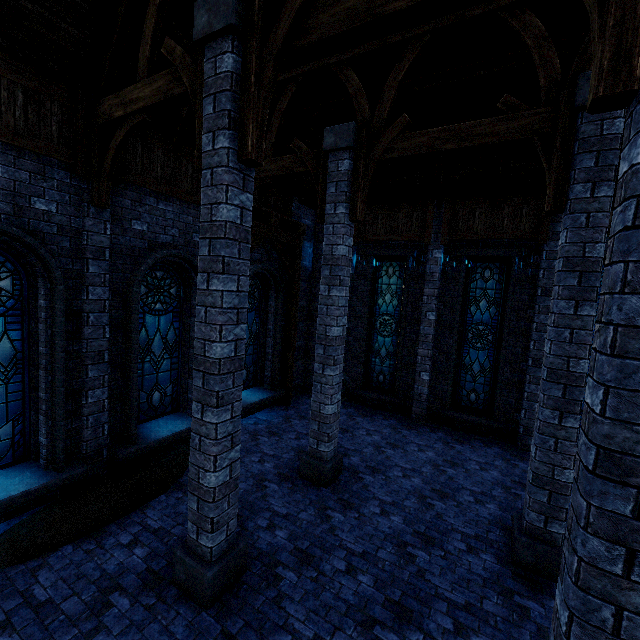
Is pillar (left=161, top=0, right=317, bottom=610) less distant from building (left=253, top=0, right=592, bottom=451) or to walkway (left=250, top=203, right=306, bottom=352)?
building (left=253, top=0, right=592, bottom=451)

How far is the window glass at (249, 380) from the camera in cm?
1018

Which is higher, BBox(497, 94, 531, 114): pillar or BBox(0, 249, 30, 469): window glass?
BBox(497, 94, 531, 114): pillar

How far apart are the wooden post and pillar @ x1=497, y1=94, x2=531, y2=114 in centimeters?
803cm

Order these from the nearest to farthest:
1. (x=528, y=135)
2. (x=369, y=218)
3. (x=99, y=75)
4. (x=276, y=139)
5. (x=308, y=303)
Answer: (x=528, y=135)
(x=99, y=75)
(x=276, y=139)
(x=369, y=218)
(x=308, y=303)

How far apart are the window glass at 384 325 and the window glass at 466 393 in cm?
188

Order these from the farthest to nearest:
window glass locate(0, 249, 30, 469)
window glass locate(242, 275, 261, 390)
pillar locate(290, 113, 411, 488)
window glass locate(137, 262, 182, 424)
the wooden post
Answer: the wooden post
window glass locate(242, 275, 261, 390)
window glass locate(137, 262, 182, 424)
pillar locate(290, 113, 411, 488)
window glass locate(0, 249, 30, 469)

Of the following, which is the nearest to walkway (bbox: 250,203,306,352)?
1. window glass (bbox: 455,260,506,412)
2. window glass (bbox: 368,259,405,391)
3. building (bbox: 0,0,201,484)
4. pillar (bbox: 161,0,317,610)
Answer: building (bbox: 0,0,201,484)
